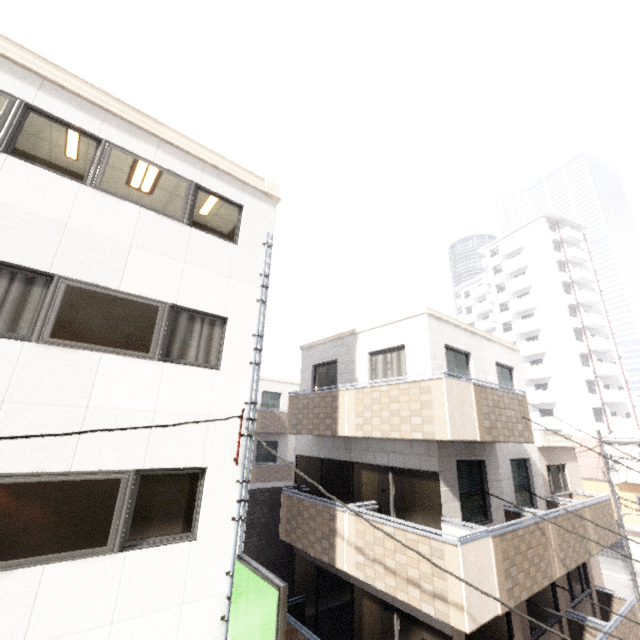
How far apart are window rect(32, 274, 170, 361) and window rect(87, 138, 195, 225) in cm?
170

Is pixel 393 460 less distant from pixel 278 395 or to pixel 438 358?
pixel 438 358

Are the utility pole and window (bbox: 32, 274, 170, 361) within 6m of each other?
no

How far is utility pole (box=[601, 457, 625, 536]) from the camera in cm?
1808

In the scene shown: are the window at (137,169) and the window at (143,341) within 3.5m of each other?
yes

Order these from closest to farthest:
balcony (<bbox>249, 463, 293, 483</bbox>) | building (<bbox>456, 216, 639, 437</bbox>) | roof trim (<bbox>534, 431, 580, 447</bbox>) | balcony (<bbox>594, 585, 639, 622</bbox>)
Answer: balcony (<bbox>594, 585, 639, 622</bbox>) < roof trim (<bbox>534, 431, 580, 447</bbox>) < balcony (<bbox>249, 463, 293, 483</bbox>) < building (<bbox>456, 216, 639, 437</bbox>)

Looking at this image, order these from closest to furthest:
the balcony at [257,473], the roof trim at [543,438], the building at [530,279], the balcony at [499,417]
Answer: the balcony at [499,417] → the roof trim at [543,438] → the balcony at [257,473] → the building at [530,279]

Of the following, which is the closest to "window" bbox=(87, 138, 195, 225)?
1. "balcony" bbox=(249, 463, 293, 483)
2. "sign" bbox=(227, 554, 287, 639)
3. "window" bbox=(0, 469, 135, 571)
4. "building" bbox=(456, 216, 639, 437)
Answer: "window" bbox=(0, 469, 135, 571)
